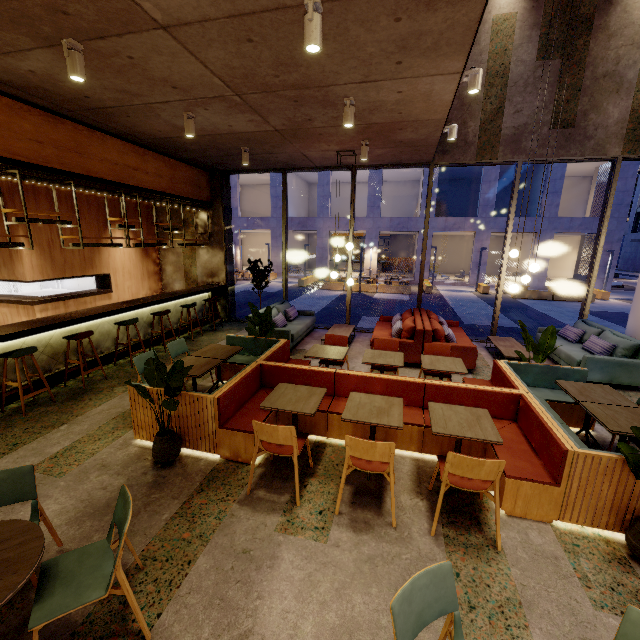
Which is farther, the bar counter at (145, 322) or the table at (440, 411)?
the bar counter at (145, 322)

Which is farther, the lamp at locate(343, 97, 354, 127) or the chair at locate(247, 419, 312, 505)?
the lamp at locate(343, 97, 354, 127)

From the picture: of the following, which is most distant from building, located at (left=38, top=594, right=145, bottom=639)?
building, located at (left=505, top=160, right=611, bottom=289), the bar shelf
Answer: building, located at (left=505, top=160, right=611, bottom=289)

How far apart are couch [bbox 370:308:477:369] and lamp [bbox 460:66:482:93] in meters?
4.0 m

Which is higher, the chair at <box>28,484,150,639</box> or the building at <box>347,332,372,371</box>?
the chair at <box>28,484,150,639</box>

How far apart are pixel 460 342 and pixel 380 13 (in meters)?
5.97

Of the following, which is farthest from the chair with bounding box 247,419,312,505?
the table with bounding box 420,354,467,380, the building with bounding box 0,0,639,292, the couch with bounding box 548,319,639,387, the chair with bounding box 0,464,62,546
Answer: the couch with bounding box 548,319,639,387

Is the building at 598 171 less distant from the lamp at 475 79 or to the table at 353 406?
the lamp at 475 79
